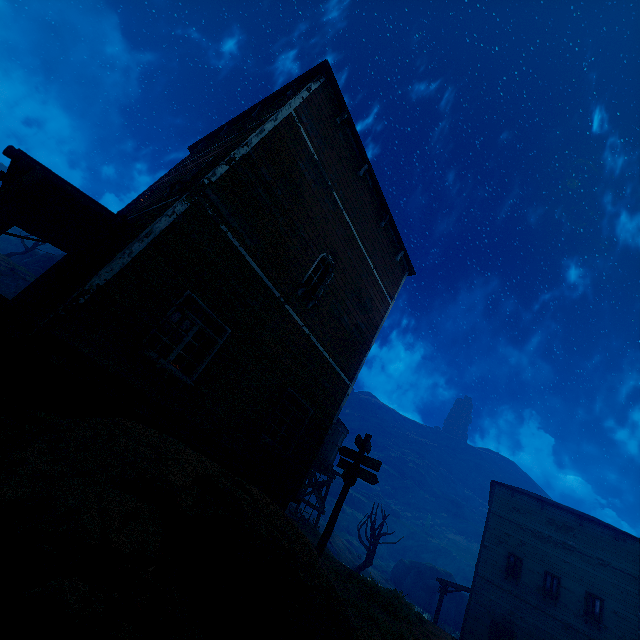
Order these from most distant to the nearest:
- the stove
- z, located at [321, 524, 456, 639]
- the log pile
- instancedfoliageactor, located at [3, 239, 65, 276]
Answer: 1. instancedfoliageactor, located at [3, 239, 65, 276]
2. the log pile
3. the stove
4. z, located at [321, 524, 456, 639]

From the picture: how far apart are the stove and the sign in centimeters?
721cm

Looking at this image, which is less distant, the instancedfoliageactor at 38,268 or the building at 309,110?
the building at 309,110

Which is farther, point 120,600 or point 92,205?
point 92,205

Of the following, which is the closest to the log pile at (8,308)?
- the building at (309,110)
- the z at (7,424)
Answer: the building at (309,110)

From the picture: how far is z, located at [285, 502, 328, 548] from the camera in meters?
17.5 m

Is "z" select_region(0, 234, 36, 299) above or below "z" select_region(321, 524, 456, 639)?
above

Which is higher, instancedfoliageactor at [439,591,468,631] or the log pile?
the log pile
